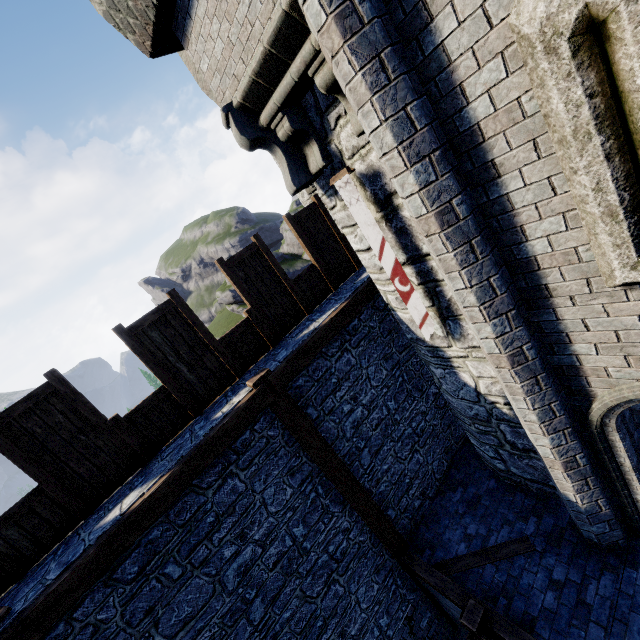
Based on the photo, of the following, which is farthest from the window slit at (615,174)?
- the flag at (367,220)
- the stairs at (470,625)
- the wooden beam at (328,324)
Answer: the stairs at (470,625)

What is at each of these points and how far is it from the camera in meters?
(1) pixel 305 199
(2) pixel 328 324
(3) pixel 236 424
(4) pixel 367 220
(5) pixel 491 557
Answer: (1) building tower, 11.4
(2) wooden beam, 6.1
(3) wooden beam, 5.0
(4) flag, 4.4
(5) wooden beam, 5.8

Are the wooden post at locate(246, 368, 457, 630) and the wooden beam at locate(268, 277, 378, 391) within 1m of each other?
yes

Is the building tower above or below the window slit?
above

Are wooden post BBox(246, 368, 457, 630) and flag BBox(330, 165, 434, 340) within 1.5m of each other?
no

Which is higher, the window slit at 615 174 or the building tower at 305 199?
the building tower at 305 199

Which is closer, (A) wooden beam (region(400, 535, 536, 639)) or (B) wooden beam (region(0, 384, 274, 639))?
(B) wooden beam (region(0, 384, 274, 639))

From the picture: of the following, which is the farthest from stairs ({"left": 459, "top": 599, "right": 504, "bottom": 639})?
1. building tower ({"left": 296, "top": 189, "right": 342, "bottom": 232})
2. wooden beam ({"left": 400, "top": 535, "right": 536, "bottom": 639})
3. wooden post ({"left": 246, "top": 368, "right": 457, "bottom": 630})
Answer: building tower ({"left": 296, "top": 189, "right": 342, "bottom": 232})
